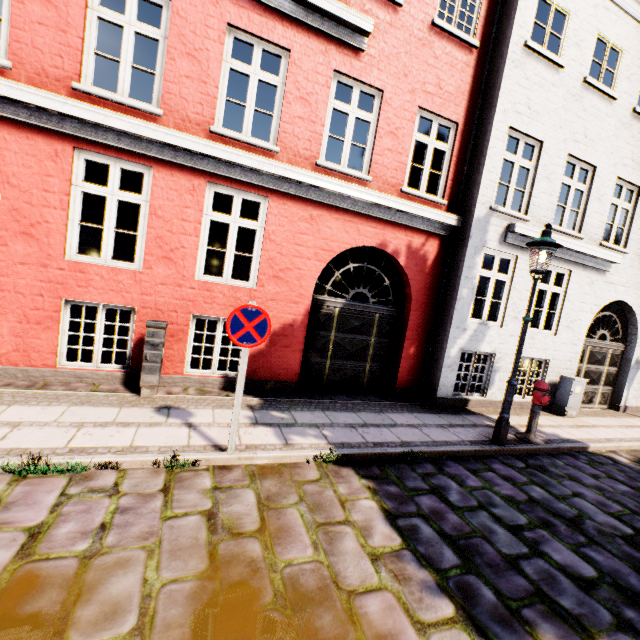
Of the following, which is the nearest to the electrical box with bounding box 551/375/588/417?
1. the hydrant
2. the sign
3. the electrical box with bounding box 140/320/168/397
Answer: the hydrant

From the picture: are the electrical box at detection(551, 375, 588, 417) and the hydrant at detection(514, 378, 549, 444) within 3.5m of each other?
yes

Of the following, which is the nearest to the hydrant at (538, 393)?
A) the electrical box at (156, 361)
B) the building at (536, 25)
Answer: the electrical box at (156, 361)

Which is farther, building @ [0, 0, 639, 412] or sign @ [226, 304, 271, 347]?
building @ [0, 0, 639, 412]

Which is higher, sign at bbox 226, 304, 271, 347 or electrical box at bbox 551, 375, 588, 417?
sign at bbox 226, 304, 271, 347

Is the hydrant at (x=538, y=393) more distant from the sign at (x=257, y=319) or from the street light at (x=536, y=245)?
the sign at (x=257, y=319)

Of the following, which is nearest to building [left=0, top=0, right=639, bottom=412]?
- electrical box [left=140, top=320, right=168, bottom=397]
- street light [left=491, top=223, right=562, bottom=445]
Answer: street light [left=491, top=223, right=562, bottom=445]

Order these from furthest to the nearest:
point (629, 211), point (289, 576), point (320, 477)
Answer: point (629, 211) → point (320, 477) → point (289, 576)
